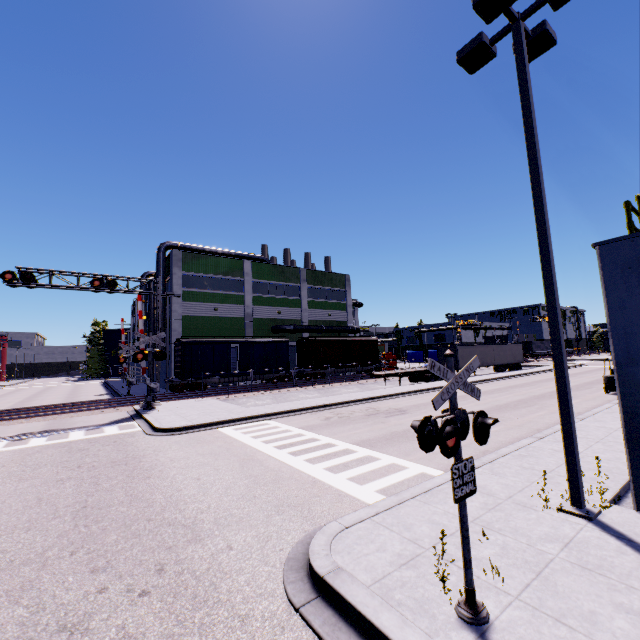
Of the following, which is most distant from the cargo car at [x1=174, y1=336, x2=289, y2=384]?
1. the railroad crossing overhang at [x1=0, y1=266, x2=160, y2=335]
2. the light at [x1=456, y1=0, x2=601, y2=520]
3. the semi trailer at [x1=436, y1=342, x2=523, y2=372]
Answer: the light at [x1=456, y1=0, x2=601, y2=520]

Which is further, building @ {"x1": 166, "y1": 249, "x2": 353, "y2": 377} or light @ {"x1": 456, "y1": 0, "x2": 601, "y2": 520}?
building @ {"x1": 166, "y1": 249, "x2": 353, "y2": 377}

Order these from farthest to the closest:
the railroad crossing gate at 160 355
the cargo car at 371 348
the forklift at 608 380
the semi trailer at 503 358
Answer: the cargo car at 371 348
the semi trailer at 503 358
the railroad crossing gate at 160 355
the forklift at 608 380

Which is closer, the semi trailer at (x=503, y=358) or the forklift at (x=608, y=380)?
the forklift at (x=608, y=380)

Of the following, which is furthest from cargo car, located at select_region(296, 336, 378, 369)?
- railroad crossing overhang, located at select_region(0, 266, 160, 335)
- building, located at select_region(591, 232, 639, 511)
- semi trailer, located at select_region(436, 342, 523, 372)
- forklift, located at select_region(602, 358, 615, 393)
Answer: forklift, located at select_region(602, 358, 615, 393)

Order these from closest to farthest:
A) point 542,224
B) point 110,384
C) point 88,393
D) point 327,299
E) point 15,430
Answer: point 542,224 < point 15,430 < point 88,393 < point 327,299 < point 110,384

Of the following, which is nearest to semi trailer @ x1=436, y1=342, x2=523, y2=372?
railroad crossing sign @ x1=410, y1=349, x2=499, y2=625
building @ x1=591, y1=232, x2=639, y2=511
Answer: building @ x1=591, y1=232, x2=639, y2=511
